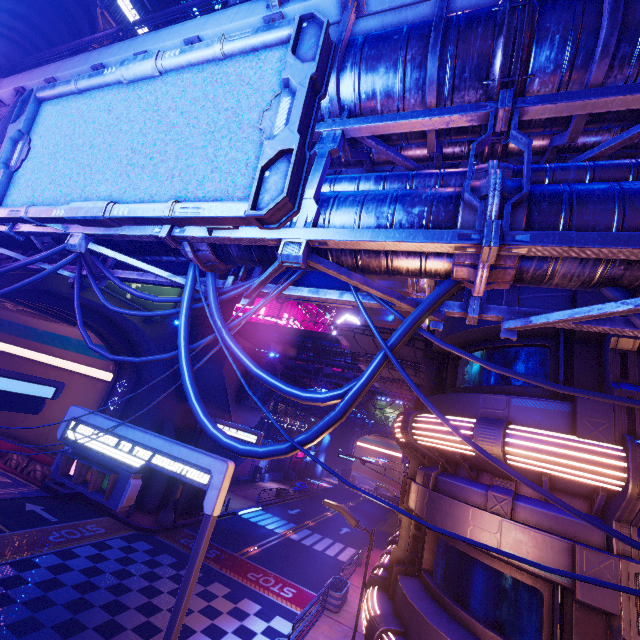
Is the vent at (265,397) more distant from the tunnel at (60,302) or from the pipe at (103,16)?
the pipe at (103,16)

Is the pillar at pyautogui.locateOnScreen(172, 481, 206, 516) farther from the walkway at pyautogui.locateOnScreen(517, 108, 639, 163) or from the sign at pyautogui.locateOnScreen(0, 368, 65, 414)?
the walkway at pyautogui.locateOnScreen(517, 108, 639, 163)

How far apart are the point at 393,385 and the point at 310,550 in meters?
14.4 m

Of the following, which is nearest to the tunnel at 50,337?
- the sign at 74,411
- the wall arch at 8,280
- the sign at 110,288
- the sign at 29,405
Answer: the wall arch at 8,280

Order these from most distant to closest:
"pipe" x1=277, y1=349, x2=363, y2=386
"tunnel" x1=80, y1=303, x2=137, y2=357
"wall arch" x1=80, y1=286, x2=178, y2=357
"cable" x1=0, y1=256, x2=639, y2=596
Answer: "pipe" x1=277, y1=349, x2=363, y2=386
"tunnel" x1=80, y1=303, x2=137, y2=357
"wall arch" x1=80, y1=286, x2=178, y2=357
"cable" x1=0, y1=256, x2=639, y2=596

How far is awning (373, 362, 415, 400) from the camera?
18.92m

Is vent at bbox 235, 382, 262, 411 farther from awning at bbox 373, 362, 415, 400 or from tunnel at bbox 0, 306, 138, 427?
awning at bbox 373, 362, 415, 400

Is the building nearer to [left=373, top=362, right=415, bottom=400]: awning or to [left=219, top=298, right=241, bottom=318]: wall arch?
[left=219, top=298, right=241, bottom=318]: wall arch
